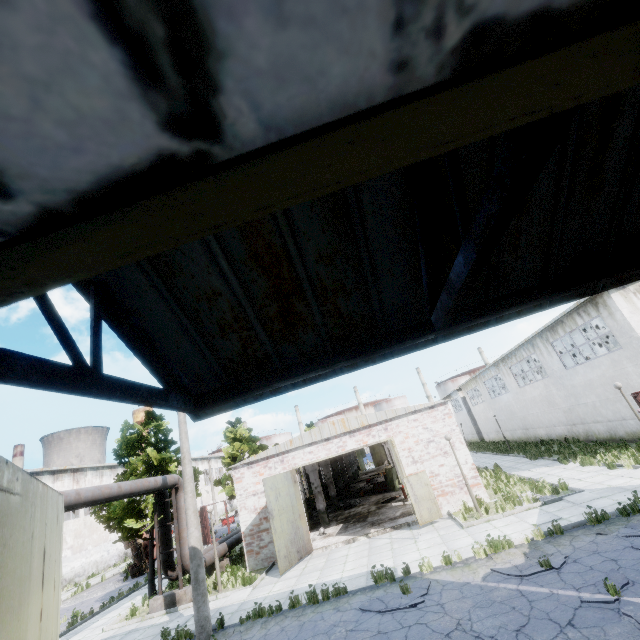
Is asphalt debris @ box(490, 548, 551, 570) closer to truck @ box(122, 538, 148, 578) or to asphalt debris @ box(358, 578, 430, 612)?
asphalt debris @ box(358, 578, 430, 612)

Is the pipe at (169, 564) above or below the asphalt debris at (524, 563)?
above

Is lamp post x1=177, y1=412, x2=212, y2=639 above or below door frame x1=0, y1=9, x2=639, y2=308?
below

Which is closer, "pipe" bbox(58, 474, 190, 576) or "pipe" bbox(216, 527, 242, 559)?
"pipe" bbox(58, 474, 190, 576)

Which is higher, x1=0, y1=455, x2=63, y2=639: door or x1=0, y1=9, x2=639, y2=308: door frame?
x1=0, y1=9, x2=639, y2=308: door frame

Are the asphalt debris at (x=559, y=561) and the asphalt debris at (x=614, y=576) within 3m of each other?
yes

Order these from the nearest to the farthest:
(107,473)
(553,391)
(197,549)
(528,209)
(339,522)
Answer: (528,209), (197,549), (339,522), (553,391), (107,473)

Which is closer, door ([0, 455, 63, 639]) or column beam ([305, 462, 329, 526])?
door ([0, 455, 63, 639])
